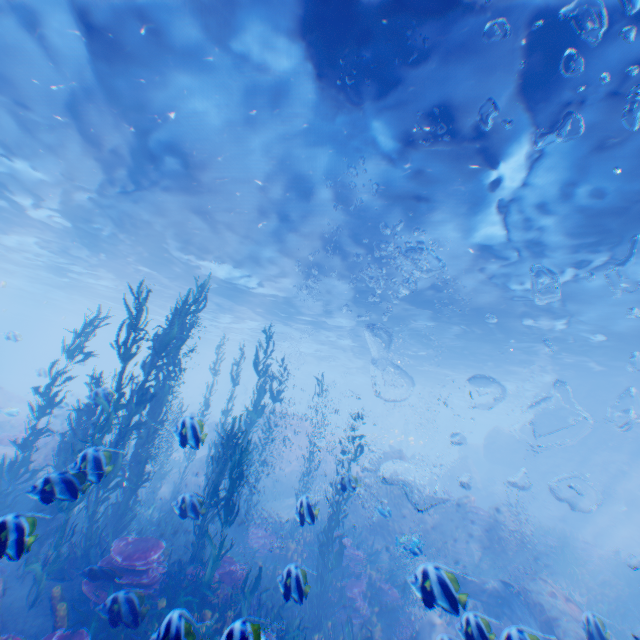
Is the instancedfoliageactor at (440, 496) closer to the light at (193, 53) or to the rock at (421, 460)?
the rock at (421, 460)

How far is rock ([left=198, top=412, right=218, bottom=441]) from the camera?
25.3 meters

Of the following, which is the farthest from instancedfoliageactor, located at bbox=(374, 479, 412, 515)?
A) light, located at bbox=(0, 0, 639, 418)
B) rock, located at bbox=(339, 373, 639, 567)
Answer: light, located at bbox=(0, 0, 639, 418)

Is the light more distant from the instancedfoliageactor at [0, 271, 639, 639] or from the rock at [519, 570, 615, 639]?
the instancedfoliageactor at [0, 271, 639, 639]

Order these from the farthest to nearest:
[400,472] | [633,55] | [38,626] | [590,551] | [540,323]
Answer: [400,472], [540,323], [590,551], [38,626], [633,55]
